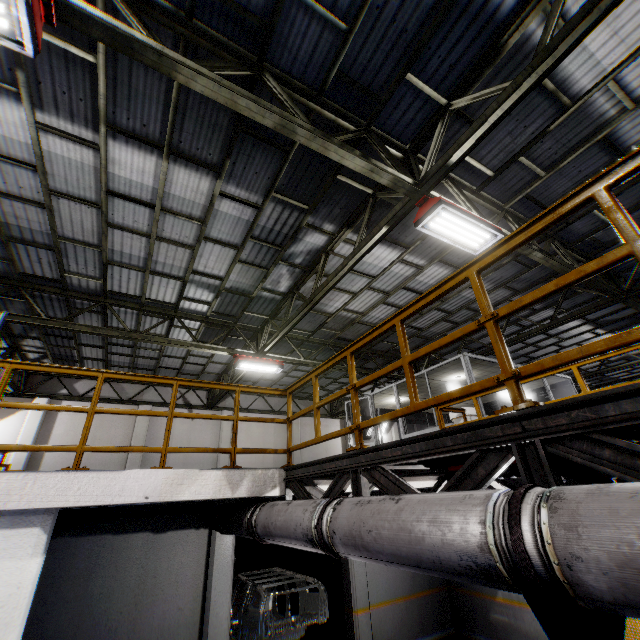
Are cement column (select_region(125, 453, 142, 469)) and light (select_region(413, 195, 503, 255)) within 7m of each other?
no

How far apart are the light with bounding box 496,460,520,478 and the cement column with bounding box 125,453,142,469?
14.46m

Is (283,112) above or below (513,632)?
above

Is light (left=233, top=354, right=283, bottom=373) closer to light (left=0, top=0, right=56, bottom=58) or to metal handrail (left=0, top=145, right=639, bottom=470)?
metal handrail (left=0, top=145, right=639, bottom=470)

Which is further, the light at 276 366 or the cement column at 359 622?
the light at 276 366

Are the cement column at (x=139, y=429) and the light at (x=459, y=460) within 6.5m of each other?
no

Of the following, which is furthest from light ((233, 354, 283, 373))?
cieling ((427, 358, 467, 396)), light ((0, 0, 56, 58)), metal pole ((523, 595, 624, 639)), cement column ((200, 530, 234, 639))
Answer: metal pole ((523, 595, 624, 639))

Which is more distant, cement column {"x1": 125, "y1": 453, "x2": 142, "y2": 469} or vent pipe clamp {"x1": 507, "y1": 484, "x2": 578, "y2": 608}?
cement column {"x1": 125, "y1": 453, "x2": 142, "y2": 469}
